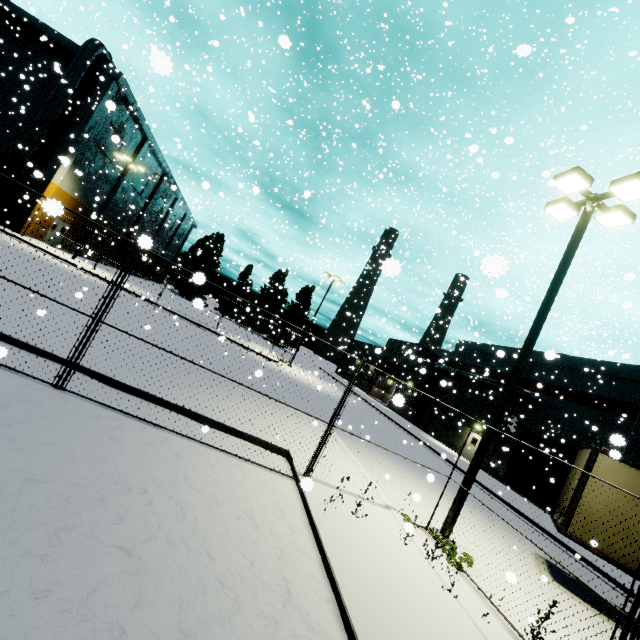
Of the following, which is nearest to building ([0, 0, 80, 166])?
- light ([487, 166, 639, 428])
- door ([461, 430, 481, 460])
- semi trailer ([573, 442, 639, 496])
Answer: door ([461, 430, 481, 460])

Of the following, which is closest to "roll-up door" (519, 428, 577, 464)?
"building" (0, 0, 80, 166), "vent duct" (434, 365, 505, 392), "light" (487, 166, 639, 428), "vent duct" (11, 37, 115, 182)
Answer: "building" (0, 0, 80, 166)

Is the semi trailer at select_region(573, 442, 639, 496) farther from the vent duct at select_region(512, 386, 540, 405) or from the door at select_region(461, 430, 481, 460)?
the door at select_region(461, 430, 481, 460)

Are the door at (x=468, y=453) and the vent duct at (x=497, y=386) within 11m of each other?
yes

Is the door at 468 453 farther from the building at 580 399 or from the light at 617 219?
the light at 617 219

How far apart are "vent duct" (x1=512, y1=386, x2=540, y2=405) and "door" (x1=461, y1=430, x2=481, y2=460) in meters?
4.1 m

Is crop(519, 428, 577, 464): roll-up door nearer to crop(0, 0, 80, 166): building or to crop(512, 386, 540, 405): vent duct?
crop(0, 0, 80, 166): building

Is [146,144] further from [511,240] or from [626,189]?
[626,189]
